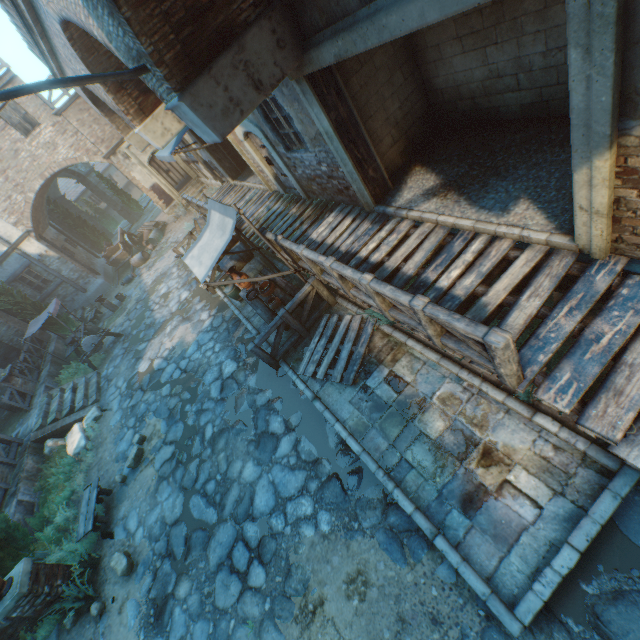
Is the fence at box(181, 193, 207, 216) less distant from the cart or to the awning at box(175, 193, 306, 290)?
the awning at box(175, 193, 306, 290)

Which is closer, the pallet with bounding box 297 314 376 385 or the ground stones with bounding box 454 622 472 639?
the ground stones with bounding box 454 622 472 639

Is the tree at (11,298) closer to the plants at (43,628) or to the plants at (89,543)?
the plants at (89,543)

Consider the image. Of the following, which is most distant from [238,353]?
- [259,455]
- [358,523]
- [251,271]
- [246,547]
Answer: [358,523]

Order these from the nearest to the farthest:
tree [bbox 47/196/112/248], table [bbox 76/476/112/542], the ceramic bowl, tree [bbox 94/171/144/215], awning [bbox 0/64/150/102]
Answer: awning [bbox 0/64/150/102] < table [bbox 76/476/112/542] < the ceramic bowl < tree [bbox 47/196/112/248] < tree [bbox 94/171/144/215]

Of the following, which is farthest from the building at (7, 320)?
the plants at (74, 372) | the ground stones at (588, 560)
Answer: the ground stones at (588, 560)

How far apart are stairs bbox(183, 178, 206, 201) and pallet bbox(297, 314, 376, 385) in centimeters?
1556cm

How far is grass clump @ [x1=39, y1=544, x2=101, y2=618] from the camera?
6.4m
